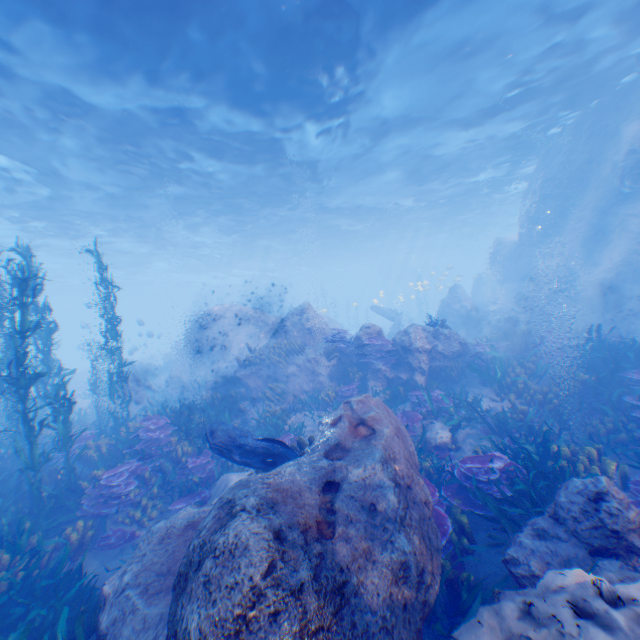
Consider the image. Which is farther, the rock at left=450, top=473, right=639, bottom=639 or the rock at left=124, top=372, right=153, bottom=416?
the rock at left=124, top=372, right=153, bottom=416

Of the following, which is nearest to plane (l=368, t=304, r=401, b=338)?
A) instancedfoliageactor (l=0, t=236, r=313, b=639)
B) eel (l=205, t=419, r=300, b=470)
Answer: instancedfoliageactor (l=0, t=236, r=313, b=639)

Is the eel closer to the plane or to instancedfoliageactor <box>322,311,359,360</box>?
instancedfoliageactor <box>322,311,359,360</box>

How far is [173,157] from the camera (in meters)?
16.00

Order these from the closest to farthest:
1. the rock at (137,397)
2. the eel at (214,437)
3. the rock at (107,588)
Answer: the rock at (107,588) → the eel at (214,437) → the rock at (137,397)

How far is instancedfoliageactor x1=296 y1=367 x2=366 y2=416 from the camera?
11.3m

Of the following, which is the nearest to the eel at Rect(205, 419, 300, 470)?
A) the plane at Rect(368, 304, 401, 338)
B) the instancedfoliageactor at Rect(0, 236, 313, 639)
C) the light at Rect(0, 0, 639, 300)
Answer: the instancedfoliageactor at Rect(0, 236, 313, 639)

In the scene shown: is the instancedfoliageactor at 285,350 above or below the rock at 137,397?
above
